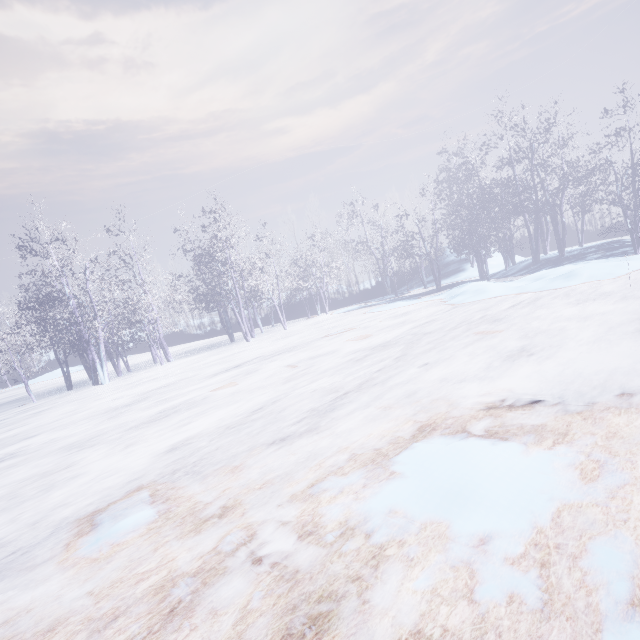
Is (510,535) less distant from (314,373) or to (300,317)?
(314,373)
